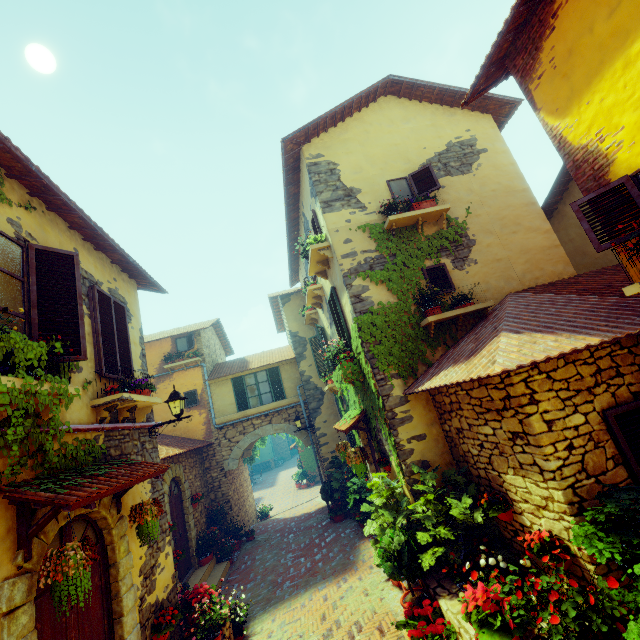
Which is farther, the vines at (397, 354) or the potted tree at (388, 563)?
the vines at (397, 354)

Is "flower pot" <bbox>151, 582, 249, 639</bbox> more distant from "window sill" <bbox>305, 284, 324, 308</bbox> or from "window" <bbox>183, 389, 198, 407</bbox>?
"window sill" <bbox>305, 284, 324, 308</bbox>

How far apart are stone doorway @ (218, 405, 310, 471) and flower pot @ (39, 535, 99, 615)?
10.66m

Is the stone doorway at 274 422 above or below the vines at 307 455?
above

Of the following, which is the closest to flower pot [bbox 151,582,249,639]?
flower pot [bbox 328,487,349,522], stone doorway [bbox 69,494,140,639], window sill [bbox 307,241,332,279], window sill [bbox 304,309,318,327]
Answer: stone doorway [bbox 69,494,140,639]

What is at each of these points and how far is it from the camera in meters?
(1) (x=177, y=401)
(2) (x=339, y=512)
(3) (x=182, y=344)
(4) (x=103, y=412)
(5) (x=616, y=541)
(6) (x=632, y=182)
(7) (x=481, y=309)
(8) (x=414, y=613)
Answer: (1) street light, 6.7
(2) flower pot, 11.9
(3) window, 14.7
(4) window sill, 5.0
(5) potted tree, 3.1
(6) window, 3.7
(7) window sill, 6.8
(8) flower pot, 4.7

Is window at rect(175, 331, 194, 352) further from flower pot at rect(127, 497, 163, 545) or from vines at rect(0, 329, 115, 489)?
flower pot at rect(127, 497, 163, 545)

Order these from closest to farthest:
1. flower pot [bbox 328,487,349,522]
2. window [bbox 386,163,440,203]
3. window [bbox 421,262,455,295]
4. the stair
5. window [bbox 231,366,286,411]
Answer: window [bbox 421,262,455,295] → window [bbox 386,163,440,203] → the stair → flower pot [bbox 328,487,349,522] → window [bbox 231,366,286,411]
